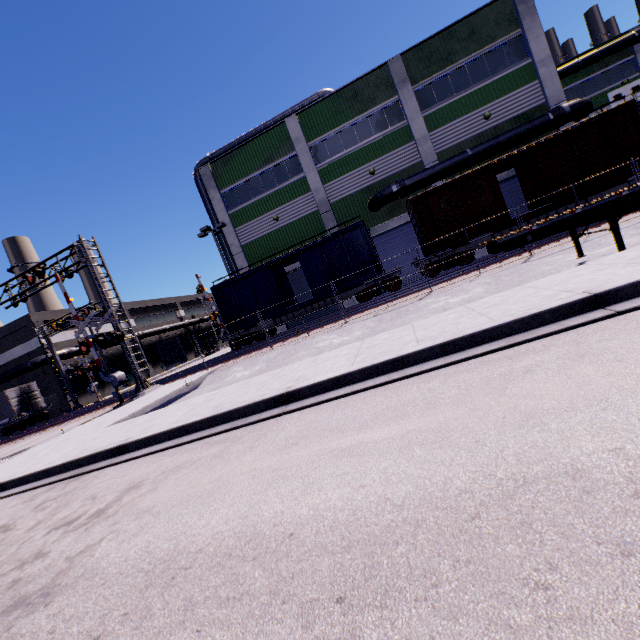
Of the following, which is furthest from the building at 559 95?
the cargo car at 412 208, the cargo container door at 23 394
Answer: the cargo container door at 23 394

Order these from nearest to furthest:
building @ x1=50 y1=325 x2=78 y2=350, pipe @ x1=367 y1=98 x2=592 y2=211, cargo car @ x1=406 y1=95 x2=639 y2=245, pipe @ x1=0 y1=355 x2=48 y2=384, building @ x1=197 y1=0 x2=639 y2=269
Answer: cargo car @ x1=406 y1=95 x2=639 y2=245 < pipe @ x1=367 y1=98 x2=592 y2=211 < building @ x1=197 y1=0 x2=639 y2=269 < pipe @ x1=0 y1=355 x2=48 y2=384 < building @ x1=50 y1=325 x2=78 y2=350

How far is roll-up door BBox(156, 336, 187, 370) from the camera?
47.81m

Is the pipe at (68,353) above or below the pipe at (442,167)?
below

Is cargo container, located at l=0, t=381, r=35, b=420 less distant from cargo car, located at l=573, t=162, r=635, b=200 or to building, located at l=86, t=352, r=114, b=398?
building, located at l=86, t=352, r=114, b=398

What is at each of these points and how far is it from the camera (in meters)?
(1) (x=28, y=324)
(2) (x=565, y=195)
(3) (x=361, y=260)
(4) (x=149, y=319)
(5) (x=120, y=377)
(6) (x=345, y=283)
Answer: (1) building, 32.75
(2) cargo car, 16.56
(3) cargo car, 19.36
(4) building, 47.59
(5) railroad crossing gate, 16.50
(6) cargo car, 19.78

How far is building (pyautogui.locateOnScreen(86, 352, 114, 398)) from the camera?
36.72m
